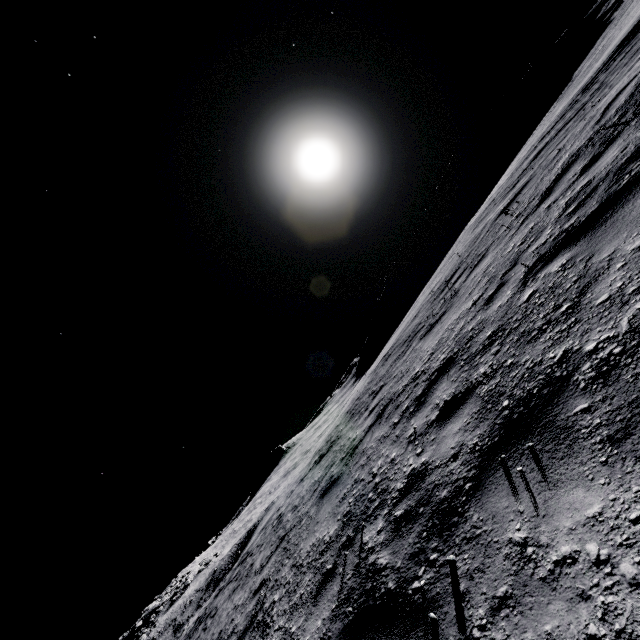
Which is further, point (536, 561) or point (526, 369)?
point (526, 369)
